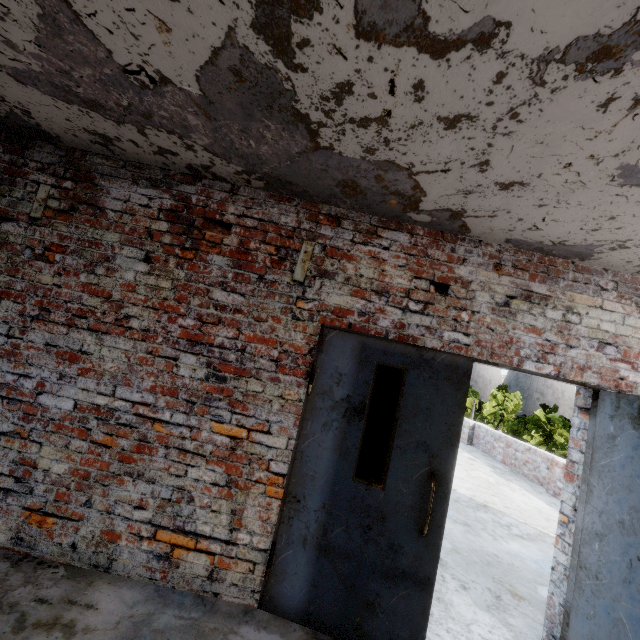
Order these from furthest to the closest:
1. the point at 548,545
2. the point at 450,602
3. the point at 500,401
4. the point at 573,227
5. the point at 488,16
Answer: the point at 500,401, the point at 548,545, the point at 450,602, the point at 573,227, the point at 488,16

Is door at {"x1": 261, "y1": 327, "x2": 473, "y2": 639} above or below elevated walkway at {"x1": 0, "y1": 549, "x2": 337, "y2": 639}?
above

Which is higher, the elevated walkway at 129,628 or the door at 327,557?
the door at 327,557

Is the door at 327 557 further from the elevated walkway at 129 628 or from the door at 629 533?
the door at 629 533

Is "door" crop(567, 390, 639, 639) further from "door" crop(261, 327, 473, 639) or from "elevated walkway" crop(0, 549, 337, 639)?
"door" crop(261, 327, 473, 639)

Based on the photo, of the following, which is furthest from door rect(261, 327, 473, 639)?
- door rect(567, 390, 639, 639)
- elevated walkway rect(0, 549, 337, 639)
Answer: door rect(567, 390, 639, 639)
